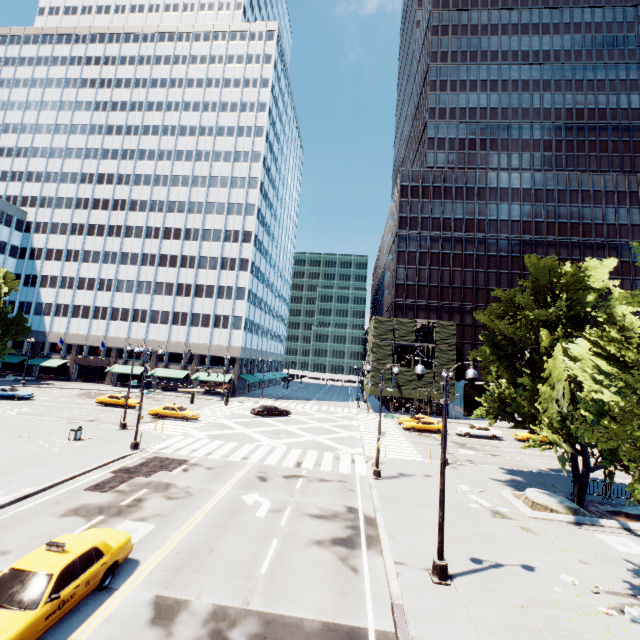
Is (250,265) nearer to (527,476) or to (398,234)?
(398,234)

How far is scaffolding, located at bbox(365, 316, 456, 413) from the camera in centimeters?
5191cm

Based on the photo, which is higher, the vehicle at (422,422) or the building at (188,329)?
the building at (188,329)

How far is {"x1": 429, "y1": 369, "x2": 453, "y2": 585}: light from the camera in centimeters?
1085cm

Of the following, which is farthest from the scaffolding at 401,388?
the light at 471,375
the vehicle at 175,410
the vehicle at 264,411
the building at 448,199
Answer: the light at 471,375

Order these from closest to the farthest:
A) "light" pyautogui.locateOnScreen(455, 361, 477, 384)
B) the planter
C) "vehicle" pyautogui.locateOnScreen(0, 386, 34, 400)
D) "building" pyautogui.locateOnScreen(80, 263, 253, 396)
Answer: "light" pyautogui.locateOnScreen(455, 361, 477, 384)
the planter
"vehicle" pyautogui.locateOnScreen(0, 386, 34, 400)
"building" pyautogui.locateOnScreen(80, 263, 253, 396)

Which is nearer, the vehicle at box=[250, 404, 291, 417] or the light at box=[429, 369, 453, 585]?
the light at box=[429, 369, 453, 585]

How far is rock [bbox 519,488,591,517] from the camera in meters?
16.7 m
